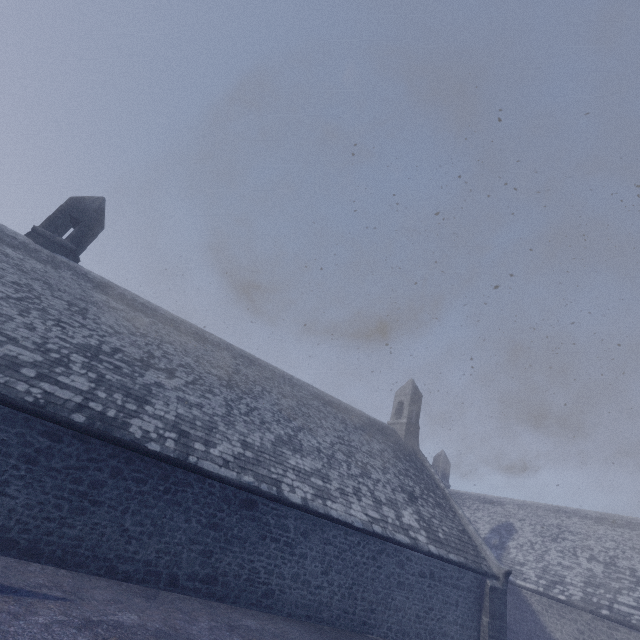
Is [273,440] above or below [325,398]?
below
